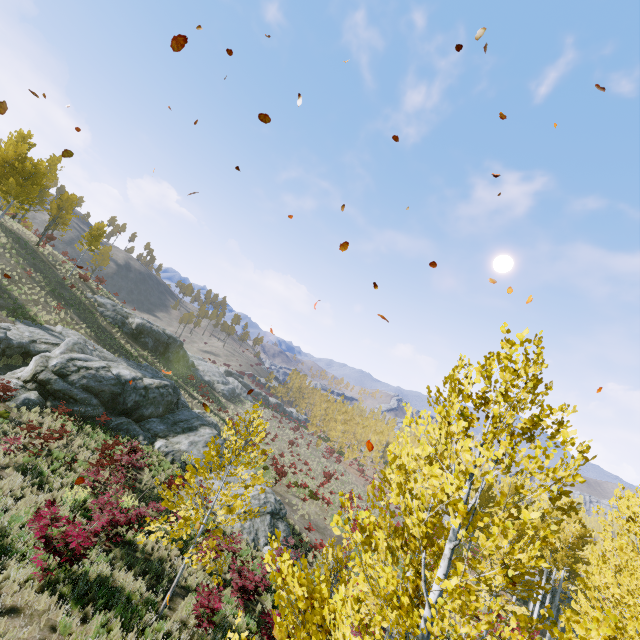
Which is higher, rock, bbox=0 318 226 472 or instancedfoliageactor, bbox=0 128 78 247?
instancedfoliageactor, bbox=0 128 78 247

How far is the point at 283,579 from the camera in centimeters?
1389cm

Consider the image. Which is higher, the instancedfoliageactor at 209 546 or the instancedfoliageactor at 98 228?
the instancedfoliageactor at 98 228

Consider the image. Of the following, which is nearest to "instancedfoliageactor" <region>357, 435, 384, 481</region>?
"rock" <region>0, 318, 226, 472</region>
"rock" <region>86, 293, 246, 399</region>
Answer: "rock" <region>0, 318, 226, 472</region>

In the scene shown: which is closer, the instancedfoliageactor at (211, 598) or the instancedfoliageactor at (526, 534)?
the instancedfoliageactor at (526, 534)

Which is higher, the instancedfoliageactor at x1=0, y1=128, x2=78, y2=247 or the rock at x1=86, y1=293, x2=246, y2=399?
the instancedfoliageactor at x1=0, y1=128, x2=78, y2=247

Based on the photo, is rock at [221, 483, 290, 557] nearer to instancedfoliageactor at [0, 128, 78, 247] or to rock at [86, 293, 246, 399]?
instancedfoliageactor at [0, 128, 78, 247]
